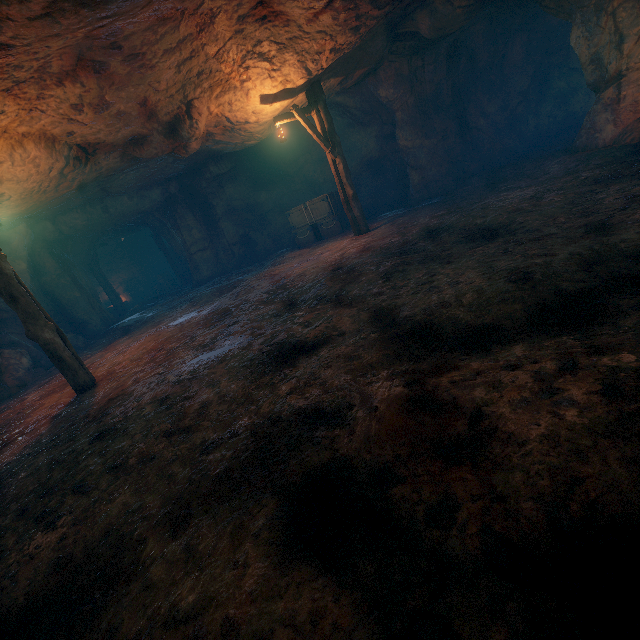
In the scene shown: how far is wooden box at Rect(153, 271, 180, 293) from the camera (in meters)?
23.26

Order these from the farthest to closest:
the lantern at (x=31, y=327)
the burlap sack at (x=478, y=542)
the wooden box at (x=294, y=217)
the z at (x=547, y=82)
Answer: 1. the wooden box at (x=294, y=217)
2. the z at (x=547, y=82)
3. the lantern at (x=31, y=327)
4. the burlap sack at (x=478, y=542)

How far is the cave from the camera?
14.0 meters

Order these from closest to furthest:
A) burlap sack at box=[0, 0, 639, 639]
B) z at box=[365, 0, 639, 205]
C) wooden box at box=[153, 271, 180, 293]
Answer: burlap sack at box=[0, 0, 639, 639]
z at box=[365, 0, 639, 205]
wooden box at box=[153, 271, 180, 293]

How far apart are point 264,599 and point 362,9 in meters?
9.5 m

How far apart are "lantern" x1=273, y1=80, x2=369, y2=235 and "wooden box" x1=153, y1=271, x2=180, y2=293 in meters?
16.7

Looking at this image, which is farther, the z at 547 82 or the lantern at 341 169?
the lantern at 341 169

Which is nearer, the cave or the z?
the z
